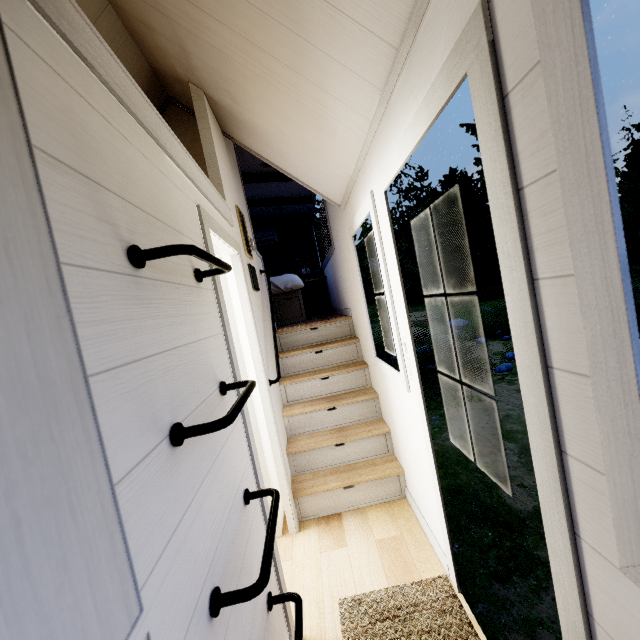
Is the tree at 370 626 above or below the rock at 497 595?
above

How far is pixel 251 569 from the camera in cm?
134

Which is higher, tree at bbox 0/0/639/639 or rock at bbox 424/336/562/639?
tree at bbox 0/0/639/639

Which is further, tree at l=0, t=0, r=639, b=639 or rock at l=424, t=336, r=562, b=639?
rock at l=424, t=336, r=562, b=639

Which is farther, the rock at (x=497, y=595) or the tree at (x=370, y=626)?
the rock at (x=497, y=595)
